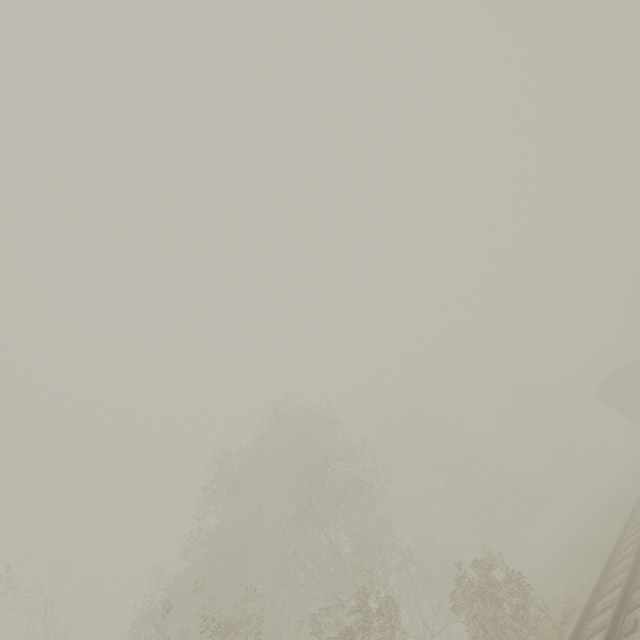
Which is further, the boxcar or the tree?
the boxcar

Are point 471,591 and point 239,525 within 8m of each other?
no

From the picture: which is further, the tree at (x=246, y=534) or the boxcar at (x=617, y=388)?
the boxcar at (x=617, y=388)
